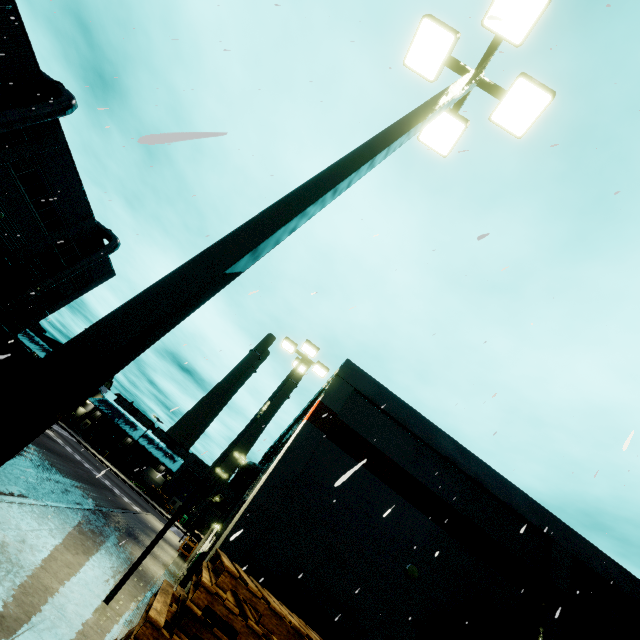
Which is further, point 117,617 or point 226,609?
point 117,617

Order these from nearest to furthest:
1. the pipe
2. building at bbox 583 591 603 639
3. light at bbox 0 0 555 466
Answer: light at bbox 0 0 555 466 → building at bbox 583 591 603 639 → the pipe

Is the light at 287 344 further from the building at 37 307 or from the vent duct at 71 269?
the vent duct at 71 269

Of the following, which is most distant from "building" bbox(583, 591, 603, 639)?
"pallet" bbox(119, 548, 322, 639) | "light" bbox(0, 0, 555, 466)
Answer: "light" bbox(0, 0, 555, 466)

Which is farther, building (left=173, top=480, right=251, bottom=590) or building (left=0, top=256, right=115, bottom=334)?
building (left=0, top=256, right=115, bottom=334)

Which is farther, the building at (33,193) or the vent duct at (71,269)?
the vent duct at (71,269)

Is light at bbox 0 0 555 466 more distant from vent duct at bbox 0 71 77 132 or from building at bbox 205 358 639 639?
vent duct at bbox 0 71 77 132

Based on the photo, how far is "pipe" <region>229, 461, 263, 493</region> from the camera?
20.03m
